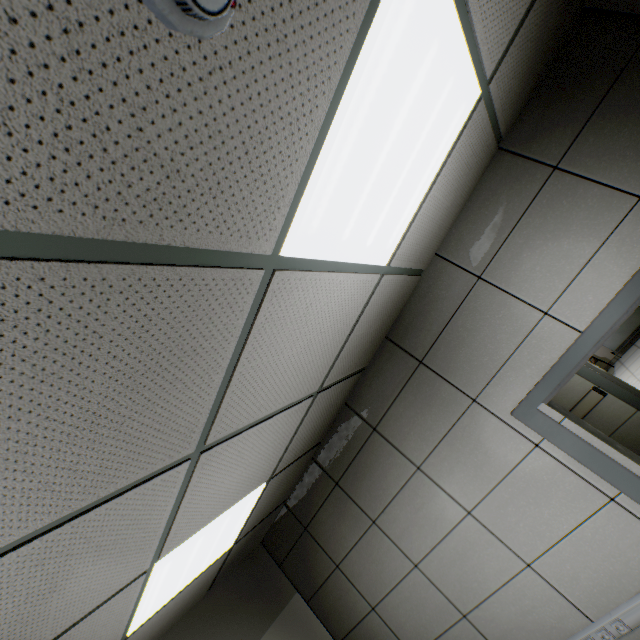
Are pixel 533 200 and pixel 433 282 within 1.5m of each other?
yes

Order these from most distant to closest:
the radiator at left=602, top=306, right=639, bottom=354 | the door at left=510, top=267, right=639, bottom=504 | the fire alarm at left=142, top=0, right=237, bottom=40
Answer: the radiator at left=602, top=306, right=639, bottom=354, the door at left=510, top=267, right=639, bottom=504, the fire alarm at left=142, top=0, right=237, bottom=40

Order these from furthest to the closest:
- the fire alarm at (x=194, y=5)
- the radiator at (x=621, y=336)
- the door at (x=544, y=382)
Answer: the radiator at (x=621, y=336) → the door at (x=544, y=382) → the fire alarm at (x=194, y=5)

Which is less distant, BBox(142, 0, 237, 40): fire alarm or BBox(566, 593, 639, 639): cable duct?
BBox(142, 0, 237, 40): fire alarm

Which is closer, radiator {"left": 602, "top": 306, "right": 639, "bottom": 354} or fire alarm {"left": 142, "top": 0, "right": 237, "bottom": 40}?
fire alarm {"left": 142, "top": 0, "right": 237, "bottom": 40}

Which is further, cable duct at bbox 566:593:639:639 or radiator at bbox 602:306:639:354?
radiator at bbox 602:306:639:354

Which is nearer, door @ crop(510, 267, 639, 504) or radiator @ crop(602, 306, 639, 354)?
door @ crop(510, 267, 639, 504)

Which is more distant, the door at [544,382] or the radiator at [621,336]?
the radiator at [621,336]
